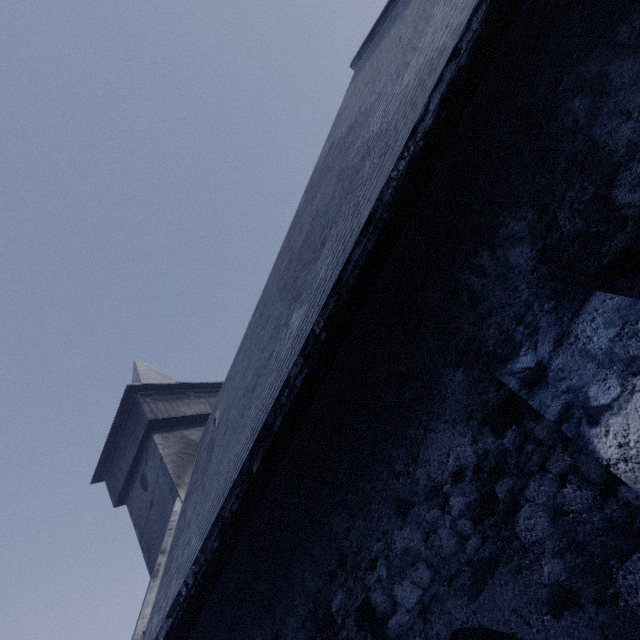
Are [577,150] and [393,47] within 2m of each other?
no
